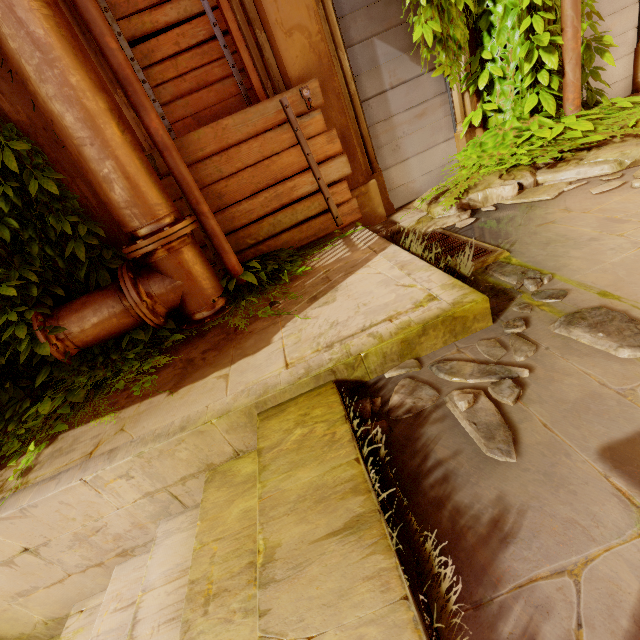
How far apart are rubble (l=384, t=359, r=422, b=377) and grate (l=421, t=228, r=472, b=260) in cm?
73

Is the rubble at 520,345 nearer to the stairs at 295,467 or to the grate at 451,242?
the stairs at 295,467

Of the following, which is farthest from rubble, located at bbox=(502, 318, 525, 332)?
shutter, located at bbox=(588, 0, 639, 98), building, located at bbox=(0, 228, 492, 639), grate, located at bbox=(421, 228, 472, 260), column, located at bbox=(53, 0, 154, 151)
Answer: shutter, located at bbox=(588, 0, 639, 98)

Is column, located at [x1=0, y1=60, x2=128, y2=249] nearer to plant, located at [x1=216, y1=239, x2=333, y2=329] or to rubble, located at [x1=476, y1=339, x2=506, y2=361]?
plant, located at [x1=216, y1=239, x2=333, y2=329]

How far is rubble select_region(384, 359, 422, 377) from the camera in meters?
1.8 m

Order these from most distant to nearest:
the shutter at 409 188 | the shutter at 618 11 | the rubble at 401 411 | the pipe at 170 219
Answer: the shutter at 618 11 < the shutter at 409 188 < the pipe at 170 219 < the rubble at 401 411

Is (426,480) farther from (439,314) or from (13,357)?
(13,357)

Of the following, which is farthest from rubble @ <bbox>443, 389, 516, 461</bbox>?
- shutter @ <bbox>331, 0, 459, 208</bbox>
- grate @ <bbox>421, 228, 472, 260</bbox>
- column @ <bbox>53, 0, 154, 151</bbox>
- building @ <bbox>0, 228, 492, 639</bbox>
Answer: shutter @ <bbox>331, 0, 459, 208</bbox>
